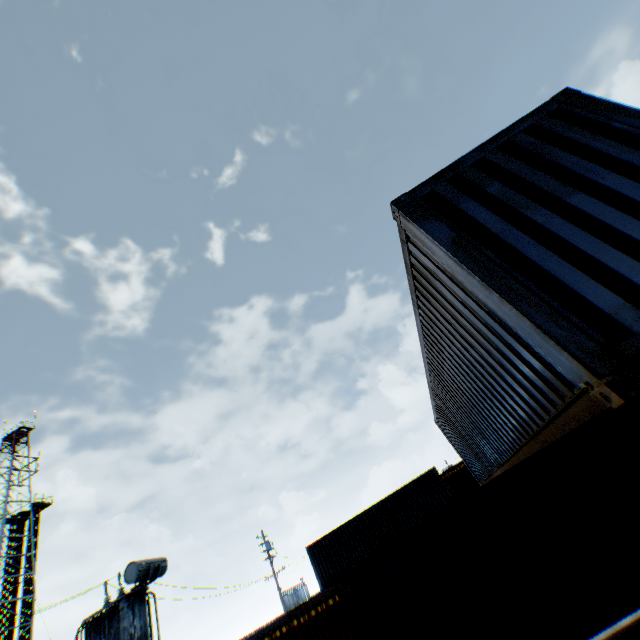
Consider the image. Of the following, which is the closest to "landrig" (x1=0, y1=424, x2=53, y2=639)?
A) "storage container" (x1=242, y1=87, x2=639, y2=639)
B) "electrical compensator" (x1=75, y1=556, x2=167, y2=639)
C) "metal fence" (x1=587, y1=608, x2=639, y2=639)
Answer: "electrical compensator" (x1=75, y1=556, x2=167, y2=639)

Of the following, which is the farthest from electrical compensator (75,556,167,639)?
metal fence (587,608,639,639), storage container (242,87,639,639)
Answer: storage container (242,87,639,639)

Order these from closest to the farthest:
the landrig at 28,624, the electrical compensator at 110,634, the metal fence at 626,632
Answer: the metal fence at 626,632
the electrical compensator at 110,634
the landrig at 28,624

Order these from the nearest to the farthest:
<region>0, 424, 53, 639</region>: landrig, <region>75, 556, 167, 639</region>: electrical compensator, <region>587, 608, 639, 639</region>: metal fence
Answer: <region>587, 608, 639, 639</region>: metal fence
<region>75, 556, 167, 639</region>: electrical compensator
<region>0, 424, 53, 639</region>: landrig

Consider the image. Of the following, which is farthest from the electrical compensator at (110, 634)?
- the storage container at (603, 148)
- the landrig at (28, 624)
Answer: the landrig at (28, 624)

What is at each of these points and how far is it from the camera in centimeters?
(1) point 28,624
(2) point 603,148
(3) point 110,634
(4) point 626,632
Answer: (1) landrig, 3256cm
(2) storage container, 339cm
(3) electrical compensator, 1311cm
(4) metal fence, 167cm
